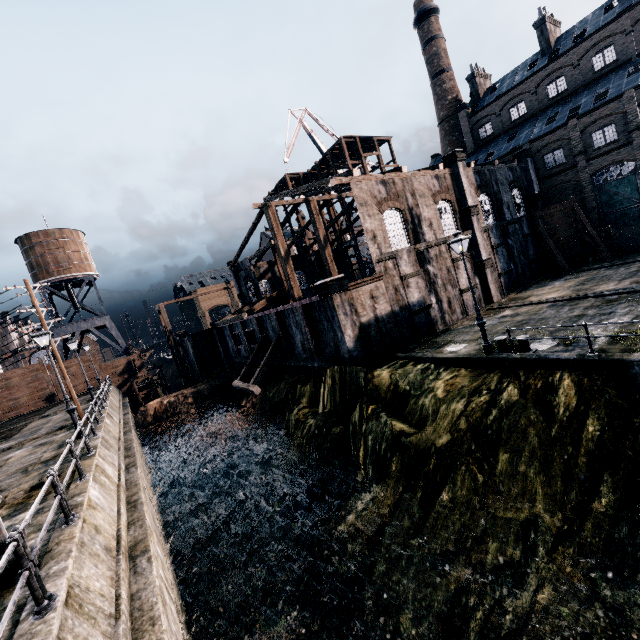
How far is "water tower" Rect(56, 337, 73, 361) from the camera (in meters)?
43.19

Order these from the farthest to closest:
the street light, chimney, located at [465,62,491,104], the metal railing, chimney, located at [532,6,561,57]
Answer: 1. chimney, located at [465,62,491,104]
2. chimney, located at [532,6,561,57]
3. the street light
4. the metal railing

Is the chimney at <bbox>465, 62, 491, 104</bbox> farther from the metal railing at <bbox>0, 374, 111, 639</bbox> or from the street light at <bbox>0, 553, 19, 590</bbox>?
the street light at <bbox>0, 553, 19, 590</bbox>

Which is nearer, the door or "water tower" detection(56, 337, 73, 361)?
the door

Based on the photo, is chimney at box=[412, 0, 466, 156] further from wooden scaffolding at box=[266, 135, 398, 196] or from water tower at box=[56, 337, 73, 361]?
water tower at box=[56, 337, 73, 361]

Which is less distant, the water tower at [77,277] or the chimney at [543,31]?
the chimney at [543,31]

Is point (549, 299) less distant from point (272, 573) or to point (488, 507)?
point (488, 507)

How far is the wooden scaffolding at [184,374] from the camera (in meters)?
43.38
